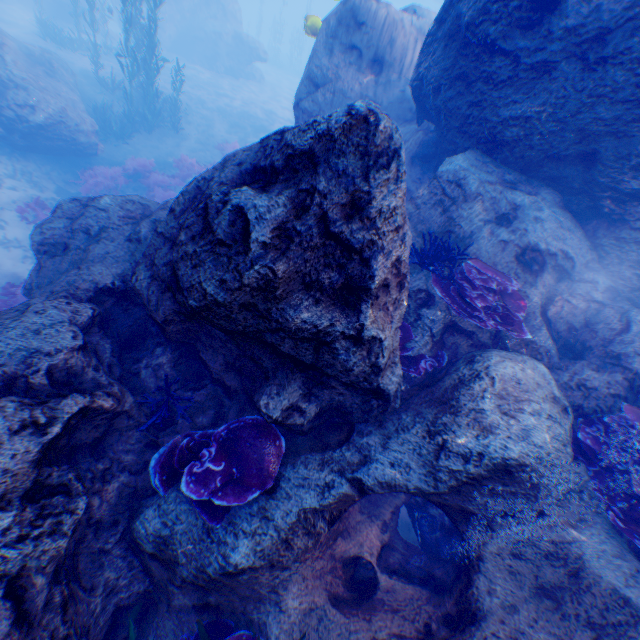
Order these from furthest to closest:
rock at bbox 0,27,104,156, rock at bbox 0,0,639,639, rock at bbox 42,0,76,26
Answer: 1. rock at bbox 42,0,76,26
2. rock at bbox 0,27,104,156
3. rock at bbox 0,0,639,639

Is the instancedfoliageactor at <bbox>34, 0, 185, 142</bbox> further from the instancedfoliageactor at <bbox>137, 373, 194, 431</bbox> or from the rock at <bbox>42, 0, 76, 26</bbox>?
the instancedfoliageactor at <bbox>137, 373, 194, 431</bbox>

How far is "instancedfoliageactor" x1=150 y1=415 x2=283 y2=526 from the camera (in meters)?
3.20

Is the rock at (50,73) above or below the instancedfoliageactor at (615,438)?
below

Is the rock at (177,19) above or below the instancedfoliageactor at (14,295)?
above

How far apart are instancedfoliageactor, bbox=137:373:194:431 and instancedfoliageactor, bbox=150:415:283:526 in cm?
40

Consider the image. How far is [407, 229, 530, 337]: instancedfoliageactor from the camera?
4.56m

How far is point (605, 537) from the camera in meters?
3.7 m
